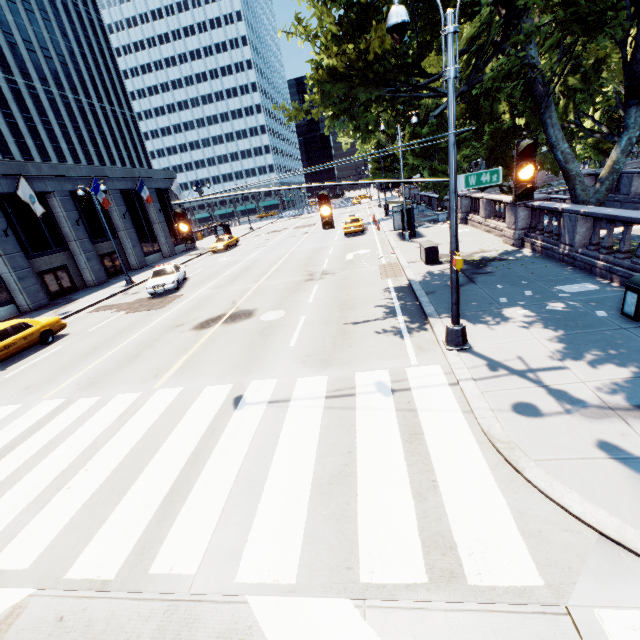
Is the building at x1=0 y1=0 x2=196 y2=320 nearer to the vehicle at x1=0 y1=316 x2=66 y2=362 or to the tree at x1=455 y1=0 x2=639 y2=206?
the vehicle at x1=0 y1=316 x2=66 y2=362

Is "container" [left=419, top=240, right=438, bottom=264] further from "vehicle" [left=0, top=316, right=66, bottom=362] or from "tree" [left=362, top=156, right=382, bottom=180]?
"vehicle" [left=0, top=316, right=66, bottom=362]

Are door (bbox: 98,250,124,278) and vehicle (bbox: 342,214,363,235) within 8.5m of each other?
no

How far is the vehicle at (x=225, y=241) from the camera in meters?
34.9 m

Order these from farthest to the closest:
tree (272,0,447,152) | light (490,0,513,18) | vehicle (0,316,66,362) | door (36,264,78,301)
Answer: door (36,264,78,301) → vehicle (0,316,66,362) → tree (272,0,447,152) → light (490,0,513,18)

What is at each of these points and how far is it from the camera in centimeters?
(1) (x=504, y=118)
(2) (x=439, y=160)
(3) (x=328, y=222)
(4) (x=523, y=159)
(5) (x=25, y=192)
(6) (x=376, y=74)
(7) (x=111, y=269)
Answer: (1) tree, 2266cm
(2) tree, 3109cm
(3) traffic light, 750cm
(4) traffic light, 477cm
(5) flag, 2006cm
(6) tree, 1070cm
(7) door, 3080cm

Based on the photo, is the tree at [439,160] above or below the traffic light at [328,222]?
above

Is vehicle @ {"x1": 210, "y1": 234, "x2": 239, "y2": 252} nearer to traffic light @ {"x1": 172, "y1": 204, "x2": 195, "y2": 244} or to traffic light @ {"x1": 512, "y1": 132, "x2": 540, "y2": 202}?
traffic light @ {"x1": 172, "y1": 204, "x2": 195, "y2": 244}
